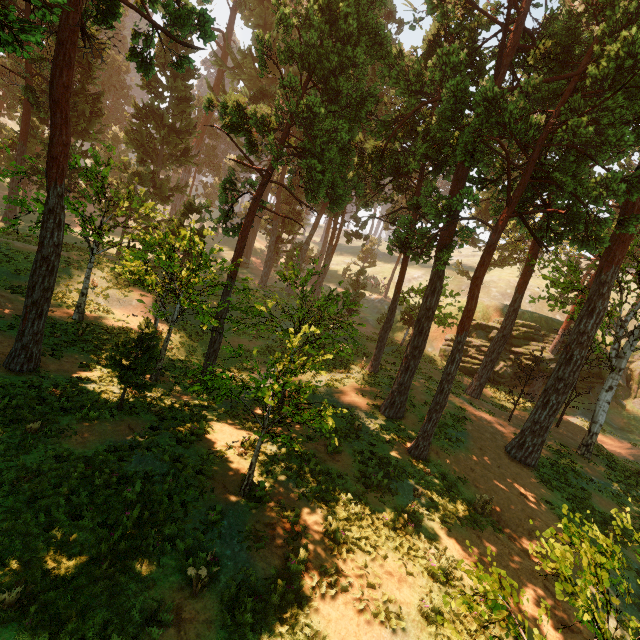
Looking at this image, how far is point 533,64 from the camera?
16.6m

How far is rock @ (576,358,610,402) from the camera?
31.2m

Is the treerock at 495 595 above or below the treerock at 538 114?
below

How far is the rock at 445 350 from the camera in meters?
35.5 m

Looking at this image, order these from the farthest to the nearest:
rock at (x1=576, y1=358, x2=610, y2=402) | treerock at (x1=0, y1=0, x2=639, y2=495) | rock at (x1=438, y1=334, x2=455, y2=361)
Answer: rock at (x1=438, y1=334, x2=455, y2=361) < rock at (x1=576, y1=358, x2=610, y2=402) < treerock at (x1=0, y1=0, x2=639, y2=495)

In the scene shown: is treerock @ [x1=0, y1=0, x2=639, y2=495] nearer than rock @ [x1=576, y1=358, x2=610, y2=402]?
Yes
